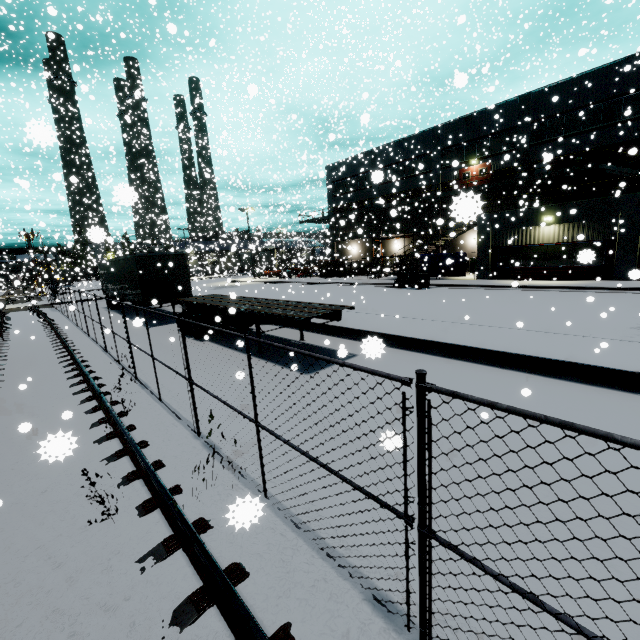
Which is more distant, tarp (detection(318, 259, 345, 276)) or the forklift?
tarp (detection(318, 259, 345, 276))

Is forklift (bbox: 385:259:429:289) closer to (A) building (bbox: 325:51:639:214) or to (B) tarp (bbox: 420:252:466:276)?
(B) tarp (bbox: 420:252:466:276)

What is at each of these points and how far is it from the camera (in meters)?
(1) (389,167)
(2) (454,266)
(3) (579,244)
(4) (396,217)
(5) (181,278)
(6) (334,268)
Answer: (1) building, 38.03
(2) tarp, 26.28
(3) building, 20.48
(4) building, 38.47
(5) semi trailer, 18.48
(6) tarp, 35.75

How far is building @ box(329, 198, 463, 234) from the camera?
6.5m

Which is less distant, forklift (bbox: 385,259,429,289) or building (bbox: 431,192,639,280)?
building (bbox: 431,192,639,280)

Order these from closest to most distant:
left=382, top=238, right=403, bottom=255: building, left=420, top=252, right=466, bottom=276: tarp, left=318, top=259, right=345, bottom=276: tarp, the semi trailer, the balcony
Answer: the semi trailer, the balcony, left=420, top=252, right=466, bottom=276: tarp, left=318, top=259, right=345, bottom=276: tarp, left=382, top=238, right=403, bottom=255: building

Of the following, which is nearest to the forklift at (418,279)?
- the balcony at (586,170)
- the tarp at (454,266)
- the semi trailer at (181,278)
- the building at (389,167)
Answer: the tarp at (454,266)

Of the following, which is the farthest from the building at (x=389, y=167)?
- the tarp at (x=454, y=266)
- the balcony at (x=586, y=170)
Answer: the tarp at (x=454, y=266)
